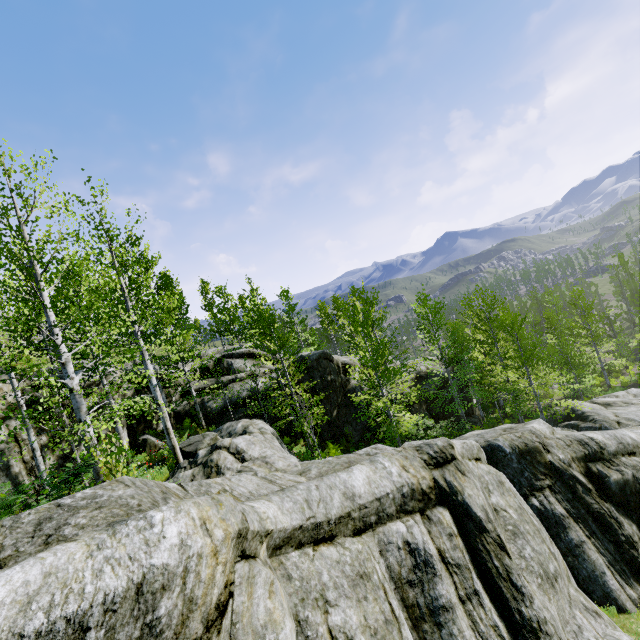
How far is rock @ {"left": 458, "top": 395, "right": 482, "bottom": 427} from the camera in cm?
2795

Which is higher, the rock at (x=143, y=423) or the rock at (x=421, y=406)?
the rock at (x=143, y=423)

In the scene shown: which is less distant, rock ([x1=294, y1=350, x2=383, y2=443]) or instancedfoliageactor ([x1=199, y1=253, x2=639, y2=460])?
instancedfoliageactor ([x1=199, y1=253, x2=639, y2=460])

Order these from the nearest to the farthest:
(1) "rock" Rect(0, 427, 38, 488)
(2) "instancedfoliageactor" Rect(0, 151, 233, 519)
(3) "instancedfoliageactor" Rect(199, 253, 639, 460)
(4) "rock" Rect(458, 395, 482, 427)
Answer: (2) "instancedfoliageactor" Rect(0, 151, 233, 519) → (1) "rock" Rect(0, 427, 38, 488) → (3) "instancedfoliageactor" Rect(199, 253, 639, 460) → (4) "rock" Rect(458, 395, 482, 427)

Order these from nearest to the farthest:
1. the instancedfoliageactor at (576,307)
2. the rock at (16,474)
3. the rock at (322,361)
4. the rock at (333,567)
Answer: the rock at (333,567), the rock at (16,474), the instancedfoliageactor at (576,307), the rock at (322,361)

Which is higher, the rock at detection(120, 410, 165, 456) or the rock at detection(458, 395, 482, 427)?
the rock at detection(120, 410, 165, 456)

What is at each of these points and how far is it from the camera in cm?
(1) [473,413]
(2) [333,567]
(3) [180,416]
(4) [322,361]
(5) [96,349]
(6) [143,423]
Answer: (1) rock, 2934
(2) rock, 568
(3) rock, 1892
(4) rock, 2038
(5) instancedfoliageactor, 921
(6) rock, 1705
